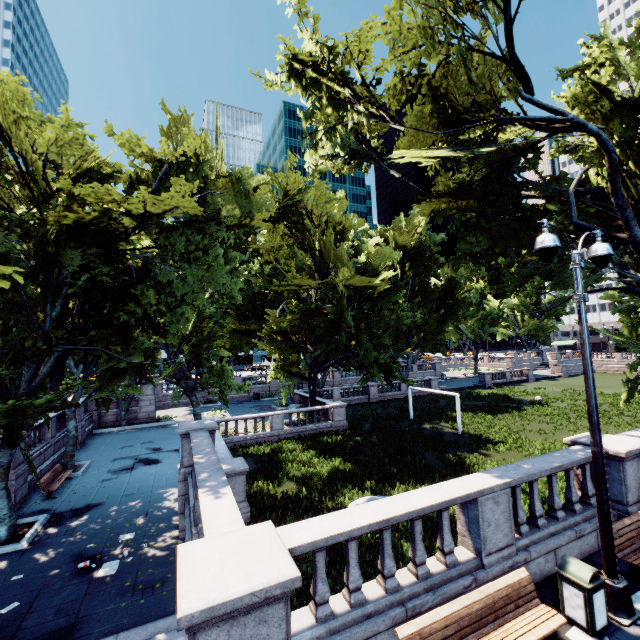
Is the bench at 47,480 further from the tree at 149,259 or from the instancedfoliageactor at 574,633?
the instancedfoliageactor at 574,633

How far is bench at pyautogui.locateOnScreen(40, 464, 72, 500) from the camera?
15.3m

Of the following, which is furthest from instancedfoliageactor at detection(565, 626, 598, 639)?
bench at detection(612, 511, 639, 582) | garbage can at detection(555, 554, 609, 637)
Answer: bench at detection(612, 511, 639, 582)

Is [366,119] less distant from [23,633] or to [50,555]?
[23,633]

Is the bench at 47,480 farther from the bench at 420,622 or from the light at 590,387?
the light at 590,387

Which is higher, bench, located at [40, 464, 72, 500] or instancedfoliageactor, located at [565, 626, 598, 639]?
instancedfoliageactor, located at [565, 626, 598, 639]

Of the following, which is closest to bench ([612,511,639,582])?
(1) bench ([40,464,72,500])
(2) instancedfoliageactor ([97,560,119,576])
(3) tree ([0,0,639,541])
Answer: (3) tree ([0,0,639,541])

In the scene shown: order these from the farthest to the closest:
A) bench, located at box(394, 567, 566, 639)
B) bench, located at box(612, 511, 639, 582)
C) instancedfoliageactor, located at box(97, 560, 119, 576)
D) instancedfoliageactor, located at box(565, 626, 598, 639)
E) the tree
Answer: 1. the tree
2. instancedfoliageactor, located at box(97, 560, 119, 576)
3. bench, located at box(612, 511, 639, 582)
4. instancedfoliageactor, located at box(565, 626, 598, 639)
5. bench, located at box(394, 567, 566, 639)
